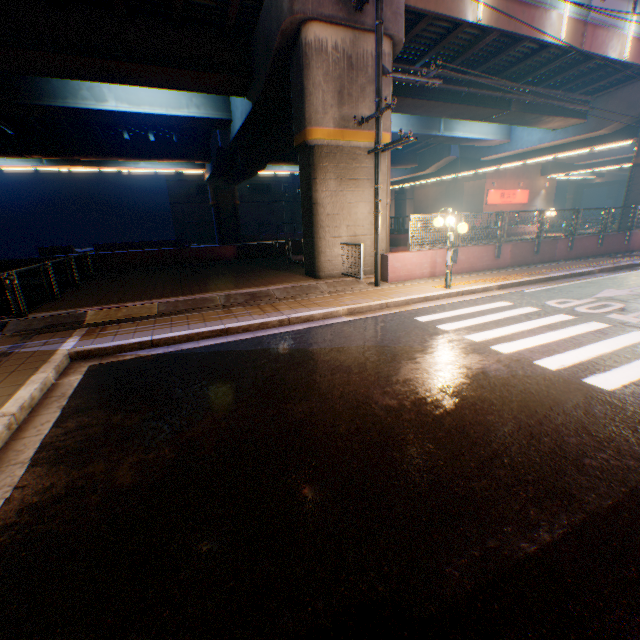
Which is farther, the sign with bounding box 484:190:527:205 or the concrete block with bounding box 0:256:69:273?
the sign with bounding box 484:190:527:205

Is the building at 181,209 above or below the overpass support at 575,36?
below

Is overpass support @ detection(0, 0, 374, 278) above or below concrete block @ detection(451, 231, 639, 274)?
above

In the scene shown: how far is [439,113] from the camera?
18.2m

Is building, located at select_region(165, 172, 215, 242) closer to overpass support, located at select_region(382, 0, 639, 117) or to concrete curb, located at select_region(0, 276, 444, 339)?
overpass support, located at select_region(382, 0, 639, 117)

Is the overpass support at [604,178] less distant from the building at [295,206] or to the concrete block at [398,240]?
the concrete block at [398,240]

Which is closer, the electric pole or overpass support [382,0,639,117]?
the electric pole

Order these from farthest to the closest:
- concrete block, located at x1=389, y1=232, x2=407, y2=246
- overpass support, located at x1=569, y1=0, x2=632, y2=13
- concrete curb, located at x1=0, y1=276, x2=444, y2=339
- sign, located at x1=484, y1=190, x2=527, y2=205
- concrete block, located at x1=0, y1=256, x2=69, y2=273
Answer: sign, located at x1=484, y1=190, x2=527, y2=205 → concrete block, located at x1=389, y1=232, x2=407, y2=246 → concrete block, located at x1=0, y1=256, x2=69, y2=273 → overpass support, located at x1=569, y1=0, x2=632, y2=13 → concrete curb, located at x1=0, y1=276, x2=444, y2=339
